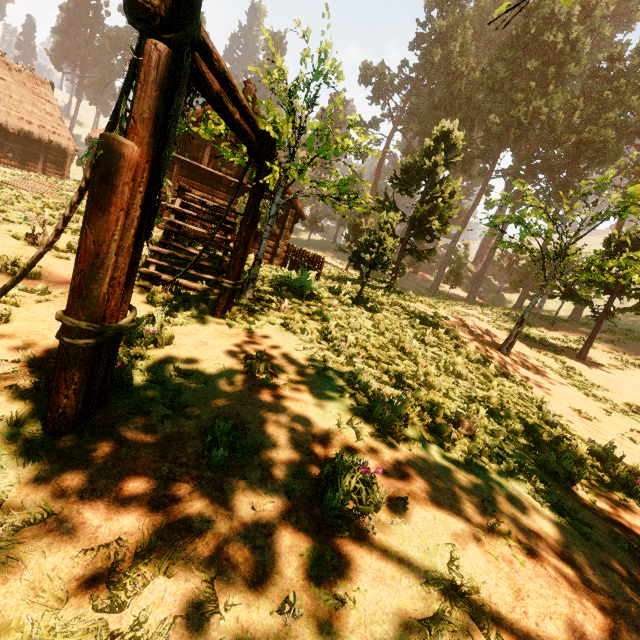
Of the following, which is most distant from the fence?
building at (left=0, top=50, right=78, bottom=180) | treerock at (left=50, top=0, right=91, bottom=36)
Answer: treerock at (left=50, top=0, right=91, bottom=36)

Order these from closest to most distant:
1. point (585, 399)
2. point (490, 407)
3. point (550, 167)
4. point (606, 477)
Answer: point (606, 477), point (490, 407), point (585, 399), point (550, 167)

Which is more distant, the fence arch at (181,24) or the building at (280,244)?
the building at (280,244)

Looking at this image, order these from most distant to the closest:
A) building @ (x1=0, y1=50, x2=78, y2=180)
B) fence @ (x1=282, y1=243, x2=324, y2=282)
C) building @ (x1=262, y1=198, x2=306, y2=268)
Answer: building @ (x1=0, y1=50, x2=78, y2=180) < building @ (x1=262, y1=198, x2=306, y2=268) < fence @ (x1=282, y1=243, x2=324, y2=282)

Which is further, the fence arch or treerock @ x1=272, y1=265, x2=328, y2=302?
treerock @ x1=272, y1=265, x2=328, y2=302

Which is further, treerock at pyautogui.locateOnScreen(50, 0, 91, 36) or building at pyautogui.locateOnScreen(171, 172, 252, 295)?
treerock at pyautogui.locateOnScreen(50, 0, 91, 36)

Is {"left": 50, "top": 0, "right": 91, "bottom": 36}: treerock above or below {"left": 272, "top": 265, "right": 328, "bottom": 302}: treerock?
above

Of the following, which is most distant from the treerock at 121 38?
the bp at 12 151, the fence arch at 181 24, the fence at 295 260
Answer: the bp at 12 151
